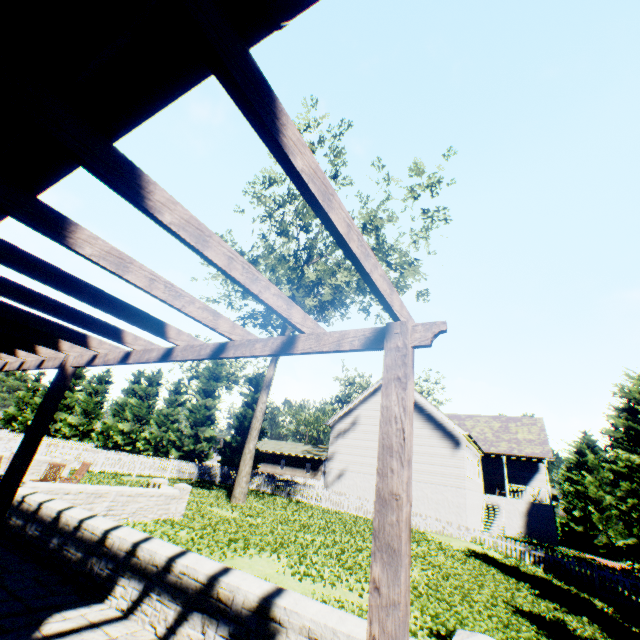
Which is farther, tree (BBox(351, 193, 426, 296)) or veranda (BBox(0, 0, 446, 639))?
tree (BBox(351, 193, 426, 296))

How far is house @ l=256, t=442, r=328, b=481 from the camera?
50.2 meters

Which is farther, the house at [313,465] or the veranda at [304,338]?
the house at [313,465]

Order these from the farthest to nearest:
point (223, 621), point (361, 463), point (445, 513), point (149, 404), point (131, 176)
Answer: point (149, 404)
point (361, 463)
point (445, 513)
point (223, 621)
point (131, 176)

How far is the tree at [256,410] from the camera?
17.5m

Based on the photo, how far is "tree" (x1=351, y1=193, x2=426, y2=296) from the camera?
18.8m
